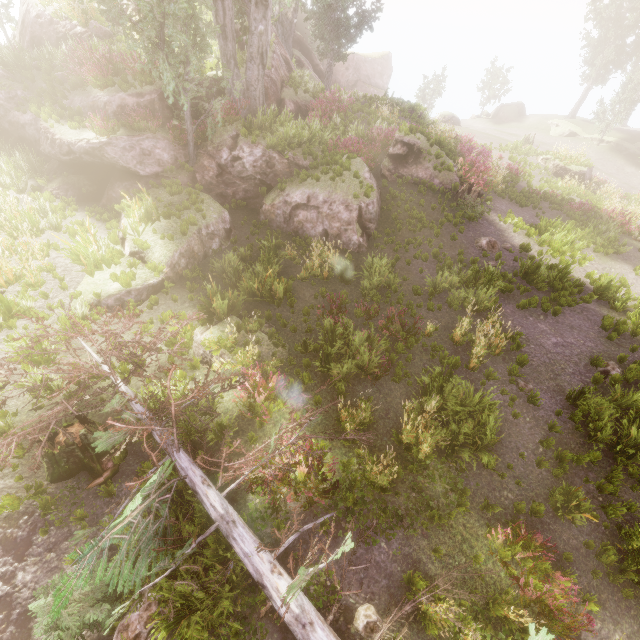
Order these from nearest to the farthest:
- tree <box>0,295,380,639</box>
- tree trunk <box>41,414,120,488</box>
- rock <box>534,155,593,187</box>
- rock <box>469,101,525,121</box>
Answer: tree <box>0,295,380,639</box>, tree trunk <box>41,414,120,488</box>, rock <box>534,155,593,187</box>, rock <box>469,101,525,121</box>

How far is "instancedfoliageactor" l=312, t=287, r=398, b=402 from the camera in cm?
836

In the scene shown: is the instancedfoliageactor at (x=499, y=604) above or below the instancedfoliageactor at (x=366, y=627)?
above

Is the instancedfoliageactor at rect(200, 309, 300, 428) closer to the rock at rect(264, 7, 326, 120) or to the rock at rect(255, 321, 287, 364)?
the rock at rect(264, 7, 326, 120)

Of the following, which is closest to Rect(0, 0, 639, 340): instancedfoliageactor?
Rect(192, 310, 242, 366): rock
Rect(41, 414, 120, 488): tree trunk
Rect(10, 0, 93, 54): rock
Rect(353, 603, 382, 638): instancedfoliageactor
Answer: Rect(10, 0, 93, 54): rock

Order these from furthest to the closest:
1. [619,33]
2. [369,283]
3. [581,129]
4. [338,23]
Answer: [581,129] < [619,33] < [338,23] < [369,283]

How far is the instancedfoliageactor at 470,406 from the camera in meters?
6.9

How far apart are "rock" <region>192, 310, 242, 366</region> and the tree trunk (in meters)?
2.46
